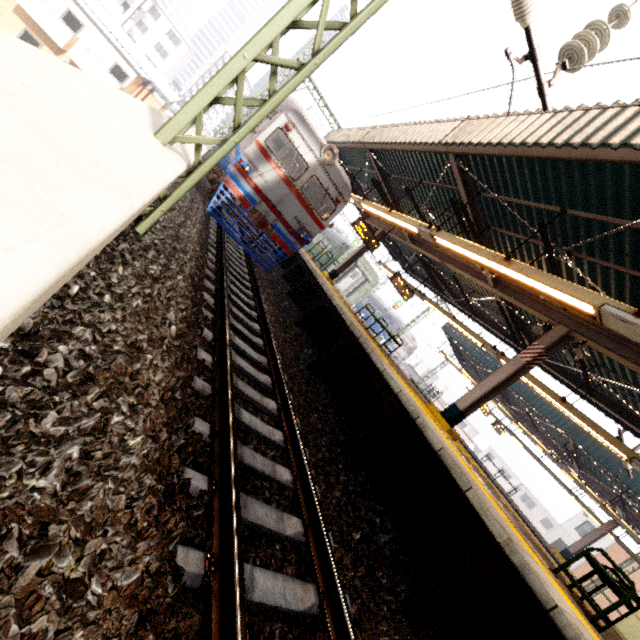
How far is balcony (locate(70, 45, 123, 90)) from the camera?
22.89m

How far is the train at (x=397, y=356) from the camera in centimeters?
3719cm

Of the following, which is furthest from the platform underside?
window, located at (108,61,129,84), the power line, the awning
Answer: the awning

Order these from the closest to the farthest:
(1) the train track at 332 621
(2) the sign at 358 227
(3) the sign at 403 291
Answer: (1) the train track at 332 621 → (2) the sign at 358 227 → (3) the sign at 403 291

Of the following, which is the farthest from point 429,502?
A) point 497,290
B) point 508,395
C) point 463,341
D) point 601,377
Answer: point 508,395

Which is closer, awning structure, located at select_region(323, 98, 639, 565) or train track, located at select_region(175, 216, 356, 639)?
train track, located at select_region(175, 216, 356, 639)

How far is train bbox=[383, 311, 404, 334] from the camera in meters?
37.6 m

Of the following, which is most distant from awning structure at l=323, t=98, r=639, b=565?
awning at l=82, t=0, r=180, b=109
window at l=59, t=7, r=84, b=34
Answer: window at l=59, t=7, r=84, b=34
